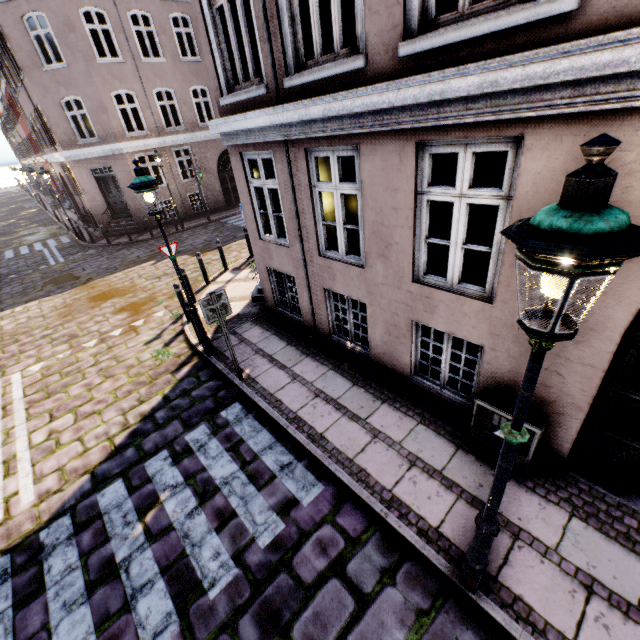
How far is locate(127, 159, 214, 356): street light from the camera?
5.21m

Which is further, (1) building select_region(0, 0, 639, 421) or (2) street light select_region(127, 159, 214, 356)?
(2) street light select_region(127, 159, 214, 356)

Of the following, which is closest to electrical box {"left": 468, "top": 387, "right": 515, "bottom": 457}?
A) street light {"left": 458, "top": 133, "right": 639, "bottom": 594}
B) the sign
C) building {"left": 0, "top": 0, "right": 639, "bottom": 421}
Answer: building {"left": 0, "top": 0, "right": 639, "bottom": 421}

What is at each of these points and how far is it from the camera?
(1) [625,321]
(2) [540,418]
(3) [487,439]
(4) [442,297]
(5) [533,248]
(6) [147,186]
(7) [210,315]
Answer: (1) building, 3.0m
(2) electrical box, 3.9m
(3) electrical box, 4.4m
(4) building, 4.3m
(5) street light, 1.3m
(6) street light, 5.2m
(7) sign, 5.5m

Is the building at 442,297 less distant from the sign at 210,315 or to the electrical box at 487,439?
the electrical box at 487,439

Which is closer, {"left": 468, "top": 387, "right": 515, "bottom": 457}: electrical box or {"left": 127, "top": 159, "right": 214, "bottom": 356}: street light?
{"left": 468, "top": 387, "right": 515, "bottom": 457}: electrical box

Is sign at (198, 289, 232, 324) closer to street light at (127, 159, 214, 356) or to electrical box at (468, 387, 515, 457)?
street light at (127, 159, 214, 356)

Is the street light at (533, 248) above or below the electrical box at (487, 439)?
above
